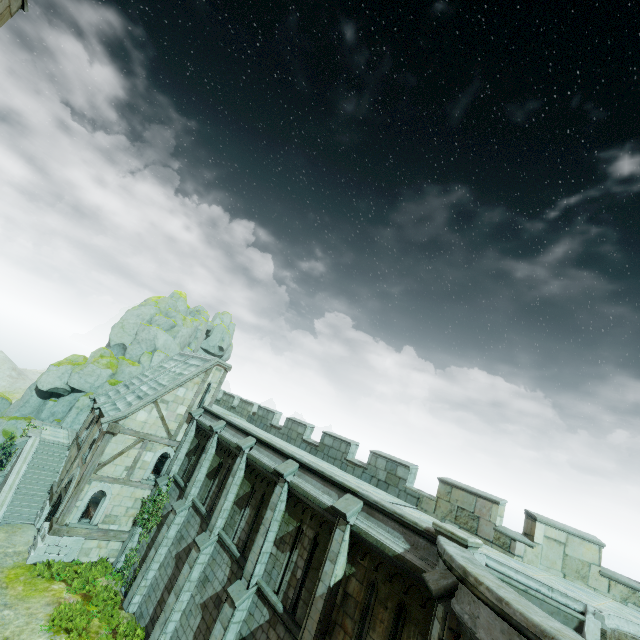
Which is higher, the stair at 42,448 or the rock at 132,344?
the rock at 132,344

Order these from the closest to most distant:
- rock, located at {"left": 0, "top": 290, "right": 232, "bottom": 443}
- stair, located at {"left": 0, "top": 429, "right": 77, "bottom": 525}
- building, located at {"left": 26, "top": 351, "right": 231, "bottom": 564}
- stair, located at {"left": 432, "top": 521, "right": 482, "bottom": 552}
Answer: stair, located at {"left": 432, "top": 521, "right": 482, "bottom": 552}
building, located at {"left": 26, "top": 351, "right": 231, "bottom": 564}
stair, located at {"left": 0, "top": 429, "right": 77, "bottom": 525}
rock, located at {"left": 0, "top": 290, "right": 232, "bottom": 443}

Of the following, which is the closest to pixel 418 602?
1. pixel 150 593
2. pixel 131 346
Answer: pixel 150 593

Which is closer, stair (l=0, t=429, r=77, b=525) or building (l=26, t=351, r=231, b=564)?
building (l=26, t=351, r=231, b=564)

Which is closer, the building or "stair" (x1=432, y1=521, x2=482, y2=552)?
"stair" (x1=432, y1=521, x2=482, y2=552)

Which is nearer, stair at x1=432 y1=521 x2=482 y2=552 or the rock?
stair at x1=432 y1=521 x2=482 y2=552

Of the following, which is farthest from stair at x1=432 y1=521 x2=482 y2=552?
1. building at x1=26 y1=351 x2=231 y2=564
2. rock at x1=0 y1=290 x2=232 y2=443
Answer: rock at x1=0 y1=290 x2=232 y2=443

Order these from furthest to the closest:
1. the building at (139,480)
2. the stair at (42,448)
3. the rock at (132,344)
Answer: the rock at (132,344) < the stair at (42,448) < the building at (139,480)
